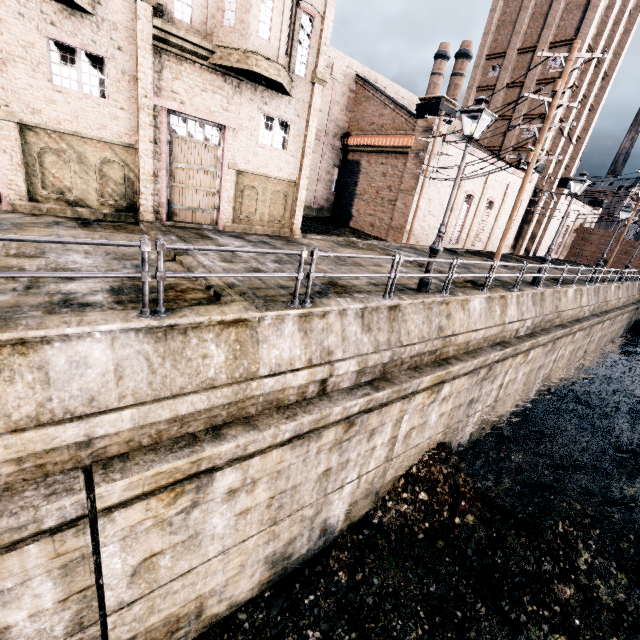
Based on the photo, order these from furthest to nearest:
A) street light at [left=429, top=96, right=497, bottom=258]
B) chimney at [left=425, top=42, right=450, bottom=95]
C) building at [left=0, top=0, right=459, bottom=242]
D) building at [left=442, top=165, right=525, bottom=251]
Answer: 1. chimney at [left=425, top=42, right=450, bottom=95]
2. building at [left=442, top=165, right=525, bottom=251]
3. building at [left=0, top=0, right=459, bottom=242]
4. street light at [left=429, top=96, right=497, bottom=258]

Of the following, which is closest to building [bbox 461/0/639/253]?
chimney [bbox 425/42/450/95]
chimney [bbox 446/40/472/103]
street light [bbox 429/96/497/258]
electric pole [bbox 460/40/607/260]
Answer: electric pole [bbox 460/40/607/260]

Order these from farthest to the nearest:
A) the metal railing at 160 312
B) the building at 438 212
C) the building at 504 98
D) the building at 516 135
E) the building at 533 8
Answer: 1. the building at 504 98
2. the building at 533 8
3. the building at 516 135
4. the building at 438 212
5. the metal railing at 160 312

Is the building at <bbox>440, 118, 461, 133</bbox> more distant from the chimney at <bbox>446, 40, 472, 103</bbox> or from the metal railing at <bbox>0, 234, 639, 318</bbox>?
the chimney at <bbox>446, 40, 472, 103</bbox>

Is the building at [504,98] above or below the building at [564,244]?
above

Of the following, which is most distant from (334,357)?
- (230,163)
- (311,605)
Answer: (230,163)

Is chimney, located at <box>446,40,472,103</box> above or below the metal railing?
above

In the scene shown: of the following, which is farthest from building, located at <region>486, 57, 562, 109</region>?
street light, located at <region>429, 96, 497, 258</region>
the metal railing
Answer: street light, located at <region>429, 96, 497, 258</region>
